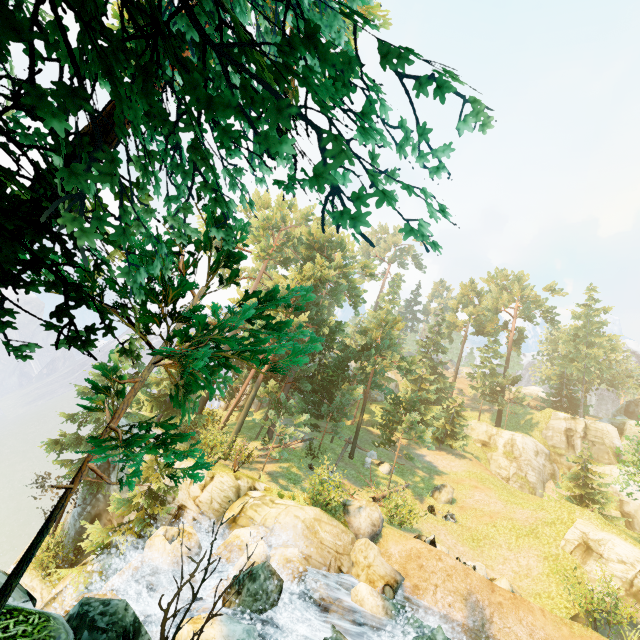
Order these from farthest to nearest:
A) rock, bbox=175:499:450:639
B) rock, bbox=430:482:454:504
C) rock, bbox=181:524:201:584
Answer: rock, bbox=430:482:454:504, rock, bbox=181:524:201:584, rock, bbox=175:499:450:639

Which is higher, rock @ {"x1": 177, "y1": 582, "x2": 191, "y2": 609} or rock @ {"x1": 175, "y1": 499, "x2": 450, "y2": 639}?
rock @ {"x1": 175, "y1": 499, "x2": 450, "y2": 639}

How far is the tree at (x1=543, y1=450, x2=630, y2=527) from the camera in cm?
2673

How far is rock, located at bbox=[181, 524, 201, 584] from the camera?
13.3 meters

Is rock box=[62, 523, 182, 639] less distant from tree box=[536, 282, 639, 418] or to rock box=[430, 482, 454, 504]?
tree box=[536, 282, 639, 418]

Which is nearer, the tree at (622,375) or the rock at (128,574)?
the rock at (128,574)

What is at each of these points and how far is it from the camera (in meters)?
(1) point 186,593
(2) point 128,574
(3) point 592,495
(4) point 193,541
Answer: (1) rock, 12.73
(2) rock, 13.45
(3) tree, 27.72
(4) rock, 14.01

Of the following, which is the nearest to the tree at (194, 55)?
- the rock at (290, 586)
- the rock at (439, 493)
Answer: the rock at (439, 493)
